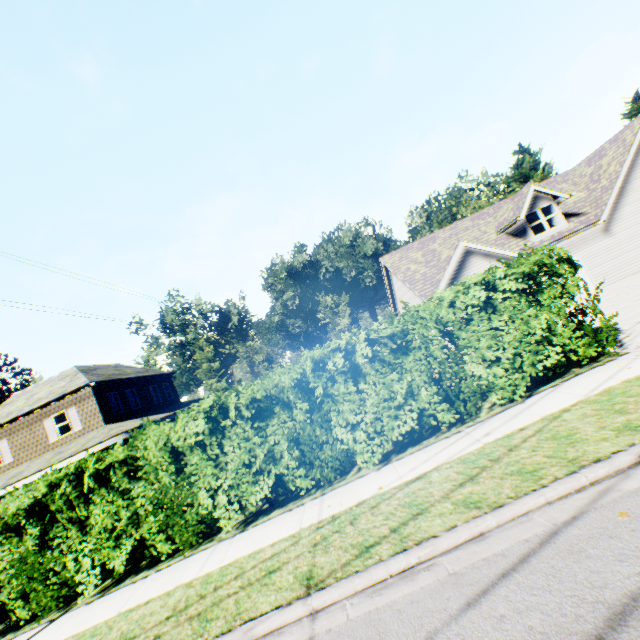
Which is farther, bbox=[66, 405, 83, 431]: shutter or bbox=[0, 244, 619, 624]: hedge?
bbox=[66, 405, 83, 431]: shutter

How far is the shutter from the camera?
20.8 meters

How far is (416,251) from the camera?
22.4m

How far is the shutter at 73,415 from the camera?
20.84m

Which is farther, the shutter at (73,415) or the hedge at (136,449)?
the shutter at (73,415)

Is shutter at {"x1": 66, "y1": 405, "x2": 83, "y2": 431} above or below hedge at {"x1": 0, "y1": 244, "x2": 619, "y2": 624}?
above
